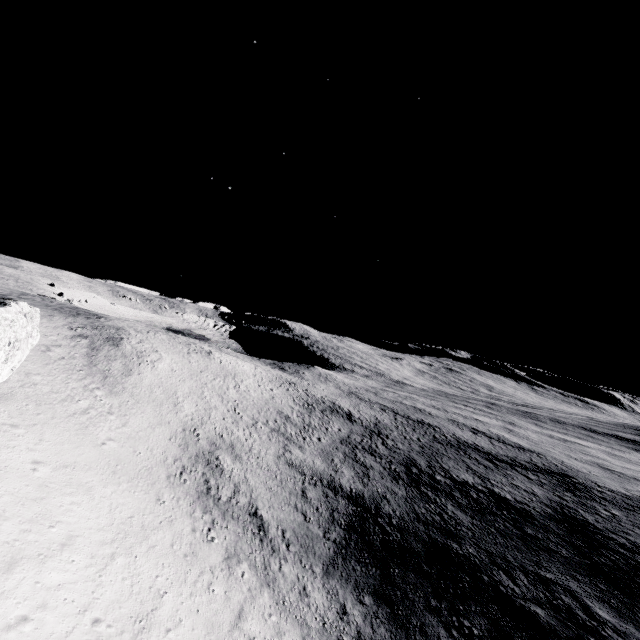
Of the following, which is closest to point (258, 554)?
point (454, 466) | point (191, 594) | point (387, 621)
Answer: point (191, 594)
